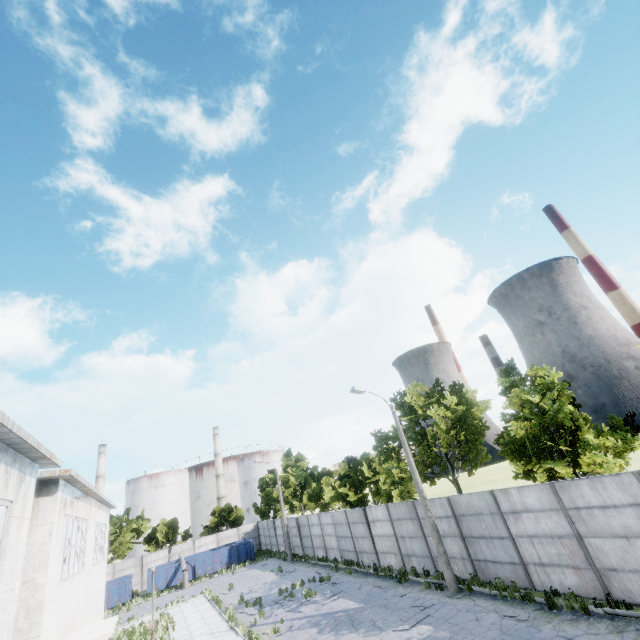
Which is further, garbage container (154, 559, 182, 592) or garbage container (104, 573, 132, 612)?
garbage container (154, 559, 182, 592)

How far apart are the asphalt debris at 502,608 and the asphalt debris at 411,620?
2.7m

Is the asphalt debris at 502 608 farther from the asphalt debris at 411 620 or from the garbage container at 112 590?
the garbage container at 112 590

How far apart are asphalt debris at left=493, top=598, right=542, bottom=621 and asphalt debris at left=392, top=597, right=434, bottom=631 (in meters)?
2.67

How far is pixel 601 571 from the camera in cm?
1115

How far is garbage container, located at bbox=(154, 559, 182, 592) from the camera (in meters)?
34.97

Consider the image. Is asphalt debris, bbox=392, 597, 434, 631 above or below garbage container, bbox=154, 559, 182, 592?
below

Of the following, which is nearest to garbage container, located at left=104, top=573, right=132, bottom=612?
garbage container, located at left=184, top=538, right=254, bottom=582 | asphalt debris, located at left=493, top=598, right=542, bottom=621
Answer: garbage container, located at left=184, top=538, right=254, bottom=582
